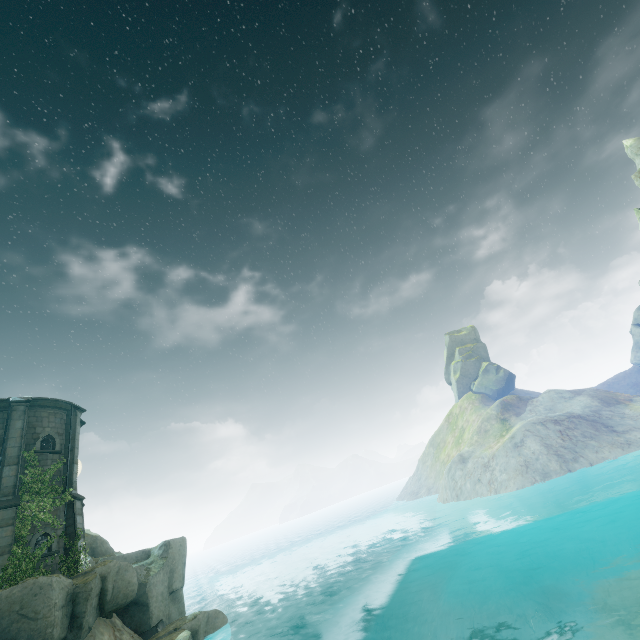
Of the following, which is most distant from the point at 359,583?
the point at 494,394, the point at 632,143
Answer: the point at 632,143

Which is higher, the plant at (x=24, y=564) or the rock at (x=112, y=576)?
the plant at (x=24, y=564)

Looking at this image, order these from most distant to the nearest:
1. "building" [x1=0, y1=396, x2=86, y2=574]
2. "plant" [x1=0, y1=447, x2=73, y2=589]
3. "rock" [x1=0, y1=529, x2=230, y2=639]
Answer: "building" [x1=0, y1=396, x2=86, y2=574], "plant" [x1=0, y1=447, x2=73, y2=589], "rock" [x1=0, y1=529, x2=230, y2=639]

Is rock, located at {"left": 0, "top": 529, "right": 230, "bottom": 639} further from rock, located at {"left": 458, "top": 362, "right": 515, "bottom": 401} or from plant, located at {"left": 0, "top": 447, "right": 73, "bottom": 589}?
rock, located at {"left": 458, "top": 362, "right": 515, "bottom": 401}

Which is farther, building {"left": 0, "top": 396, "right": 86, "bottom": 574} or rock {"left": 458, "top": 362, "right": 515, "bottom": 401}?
rock {"left": 458, "top": 362, "right": 515, "bottom": 401}

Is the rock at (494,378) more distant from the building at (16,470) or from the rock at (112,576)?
the building at (16,470)

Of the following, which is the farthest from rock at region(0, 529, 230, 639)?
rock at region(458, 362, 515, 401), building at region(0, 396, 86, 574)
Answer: rock at region(458, 362, 515, 401)

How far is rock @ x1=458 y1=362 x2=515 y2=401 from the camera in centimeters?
5394cm
